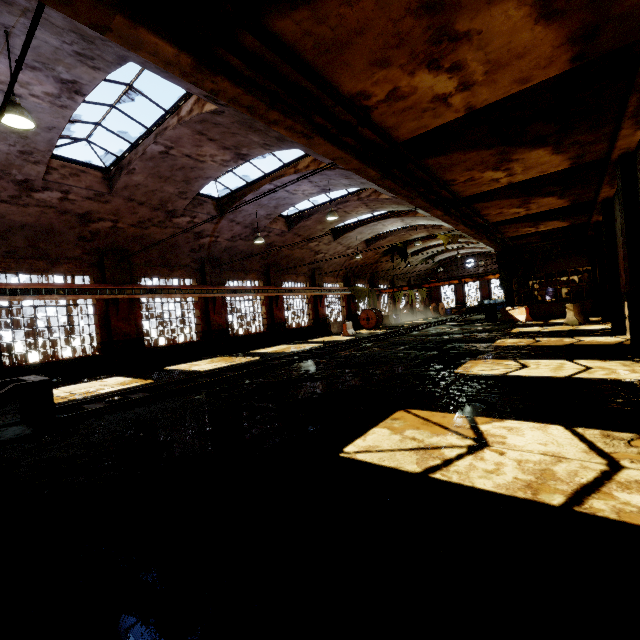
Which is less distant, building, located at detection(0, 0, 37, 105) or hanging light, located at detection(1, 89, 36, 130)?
building, located at detection(0, 0, 37, 105)

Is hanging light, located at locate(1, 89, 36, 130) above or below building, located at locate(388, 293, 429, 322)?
above

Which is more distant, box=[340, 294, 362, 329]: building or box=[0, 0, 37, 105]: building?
box=[340, 294, 362, 329]: building

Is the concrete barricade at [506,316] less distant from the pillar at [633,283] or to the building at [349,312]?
the building at [349,312]

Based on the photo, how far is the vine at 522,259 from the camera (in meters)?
20.86

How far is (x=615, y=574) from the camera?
1.96m

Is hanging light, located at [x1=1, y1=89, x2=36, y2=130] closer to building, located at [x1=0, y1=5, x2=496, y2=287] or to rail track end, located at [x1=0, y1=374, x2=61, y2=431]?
building, located at [x1=0, y1=5, x2=496, y2=287]

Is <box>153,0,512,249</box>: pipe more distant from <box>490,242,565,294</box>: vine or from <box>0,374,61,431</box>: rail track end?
<box>0,374,61,431</box>: rail track end
